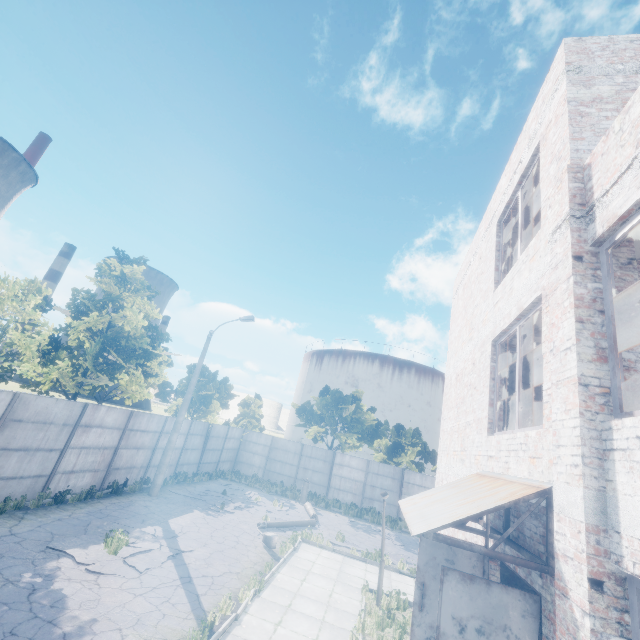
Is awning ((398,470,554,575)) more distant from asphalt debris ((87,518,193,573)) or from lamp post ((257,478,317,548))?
lamp post ((257,478,317,548))

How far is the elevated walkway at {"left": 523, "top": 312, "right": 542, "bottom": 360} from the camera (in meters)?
6.98

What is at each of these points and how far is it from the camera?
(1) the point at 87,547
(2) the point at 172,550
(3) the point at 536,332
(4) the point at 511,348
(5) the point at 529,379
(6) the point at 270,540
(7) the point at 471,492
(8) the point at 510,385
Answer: (1) asphalt debris, 9.6m
(2) asphalt debris, 10.7m
(3) elevated walkway, 7.4m
(4) elevated walkway, 8.6m
(5) stairs, 9.4m
(6) lamp post, 12.7m
(7) awning, 5.2m
(8) stairs, 9.7m

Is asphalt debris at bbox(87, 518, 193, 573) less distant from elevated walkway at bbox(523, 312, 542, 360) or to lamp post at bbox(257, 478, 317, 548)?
lamp post at bbox(257, 478, 317, 548)

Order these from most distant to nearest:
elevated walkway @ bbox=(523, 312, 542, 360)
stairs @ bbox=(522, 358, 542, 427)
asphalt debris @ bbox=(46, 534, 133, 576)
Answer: stairs @ bbox=(522, 358, 542, 427), asphalt debris @ bbox=(46, 534, 133, 576), elevated walkway @ bbox=(523, 312, 542, 360)

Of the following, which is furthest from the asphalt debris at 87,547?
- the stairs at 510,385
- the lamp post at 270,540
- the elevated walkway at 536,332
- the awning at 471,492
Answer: the elevated walkway at 536,332

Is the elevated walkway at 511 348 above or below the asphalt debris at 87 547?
above

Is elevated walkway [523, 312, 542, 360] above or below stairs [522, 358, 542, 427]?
above
